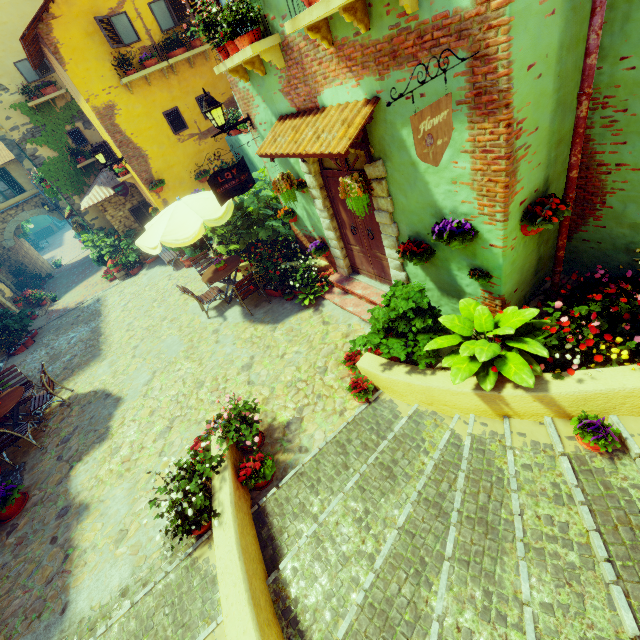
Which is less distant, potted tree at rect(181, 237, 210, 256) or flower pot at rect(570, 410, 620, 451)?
flower pot at rect(570, 410, 620, 451)

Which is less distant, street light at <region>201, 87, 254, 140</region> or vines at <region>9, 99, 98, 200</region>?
street light at <region>201, 87, 254, 140</region>

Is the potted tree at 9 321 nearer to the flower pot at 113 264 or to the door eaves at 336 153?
the flower pot at 113 264

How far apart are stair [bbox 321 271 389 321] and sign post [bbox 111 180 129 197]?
8.8m

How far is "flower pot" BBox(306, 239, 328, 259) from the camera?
7.2 meters

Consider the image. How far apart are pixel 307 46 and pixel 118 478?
7.52m

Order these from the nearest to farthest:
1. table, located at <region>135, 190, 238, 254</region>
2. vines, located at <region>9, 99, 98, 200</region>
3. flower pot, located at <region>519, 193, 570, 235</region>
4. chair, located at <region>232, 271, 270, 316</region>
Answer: flower pot, located at <region>519, 193, 570, 235</region>, table, located at <region>135, 190, 238, 254</region>, chair, located at <region>232, 271, 270, 316</region>, vines, located at <region>9, 99, 98, 200</region>

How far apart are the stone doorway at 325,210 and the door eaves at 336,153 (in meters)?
0.02
